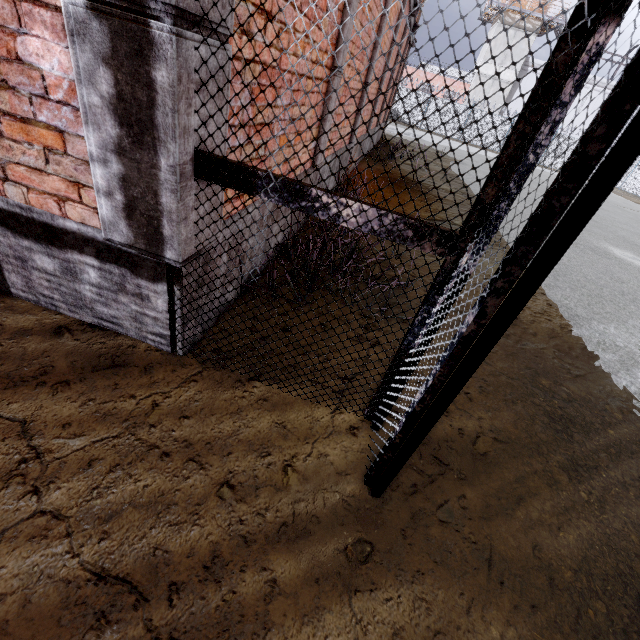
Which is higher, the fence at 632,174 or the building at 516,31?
the building at 516,31

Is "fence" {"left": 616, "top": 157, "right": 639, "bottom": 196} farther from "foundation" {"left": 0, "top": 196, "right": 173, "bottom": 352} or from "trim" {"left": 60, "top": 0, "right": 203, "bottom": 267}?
"foundation" {"left": 0, "top": 196, "right": 173, "bottom": 352}

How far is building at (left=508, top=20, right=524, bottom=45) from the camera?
31.4m

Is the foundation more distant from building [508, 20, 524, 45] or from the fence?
building [508, 20, 524, 45]

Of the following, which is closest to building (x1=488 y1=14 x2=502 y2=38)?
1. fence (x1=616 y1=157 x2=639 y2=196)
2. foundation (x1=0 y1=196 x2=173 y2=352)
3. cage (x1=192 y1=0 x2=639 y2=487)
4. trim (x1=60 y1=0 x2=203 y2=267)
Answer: fence (x1=616 y1=157 x2=639 y2=196)

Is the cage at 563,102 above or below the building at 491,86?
below

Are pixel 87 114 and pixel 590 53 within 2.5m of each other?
yes

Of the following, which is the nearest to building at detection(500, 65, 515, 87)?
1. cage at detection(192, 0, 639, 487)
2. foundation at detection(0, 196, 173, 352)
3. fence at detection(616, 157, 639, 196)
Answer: fence at detection(616, 157, 639, 196)
